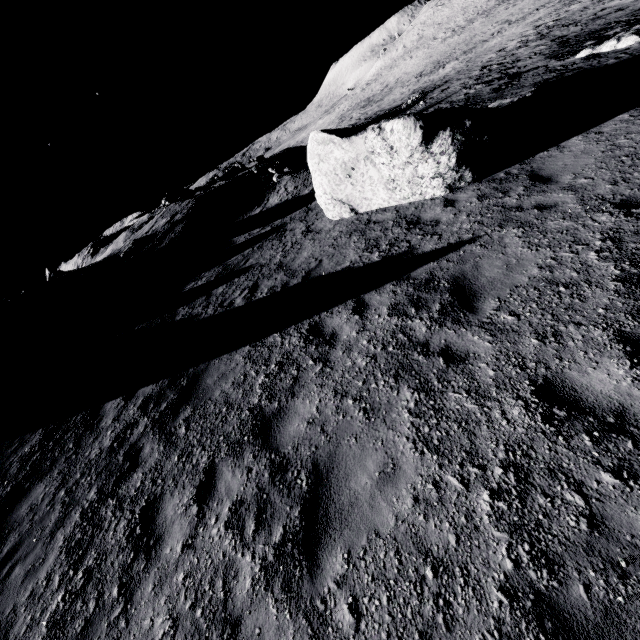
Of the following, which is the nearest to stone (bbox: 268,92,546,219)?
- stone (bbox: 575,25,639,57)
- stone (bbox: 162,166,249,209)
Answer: stone (bbox: 575,25,639,57)

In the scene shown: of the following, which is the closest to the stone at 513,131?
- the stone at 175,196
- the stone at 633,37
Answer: the stone at 633,37

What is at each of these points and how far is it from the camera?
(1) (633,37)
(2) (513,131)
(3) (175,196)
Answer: (1) stone, 11.54m
(2) stone, 8.02m
(3) stone, 26.19m

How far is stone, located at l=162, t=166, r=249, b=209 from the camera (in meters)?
25.88

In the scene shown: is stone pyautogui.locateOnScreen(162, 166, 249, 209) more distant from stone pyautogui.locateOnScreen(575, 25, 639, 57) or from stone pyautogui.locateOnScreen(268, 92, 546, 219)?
stone pyautogui.locateOnScreen(575, 25, 639, 57)

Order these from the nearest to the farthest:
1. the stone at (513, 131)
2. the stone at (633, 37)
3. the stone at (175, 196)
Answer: the stone at (513, 131)
the stone at (633, 37)
the stone at (175, 196)
